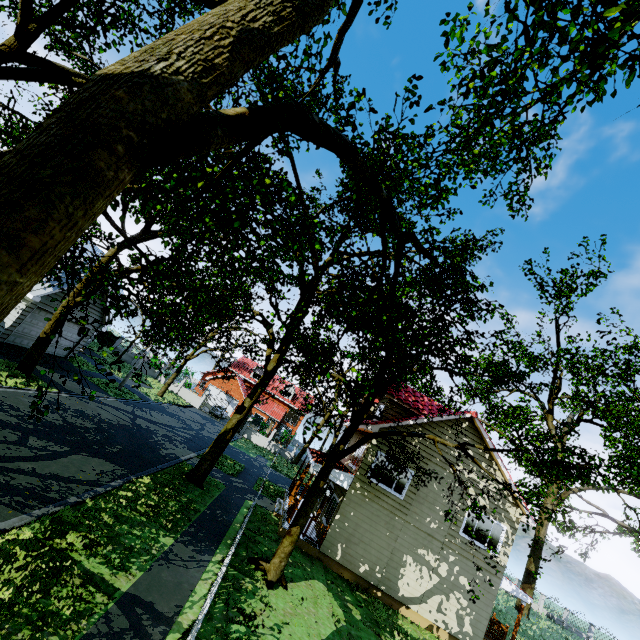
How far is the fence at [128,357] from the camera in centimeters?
3997cm

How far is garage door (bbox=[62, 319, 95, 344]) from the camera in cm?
2097

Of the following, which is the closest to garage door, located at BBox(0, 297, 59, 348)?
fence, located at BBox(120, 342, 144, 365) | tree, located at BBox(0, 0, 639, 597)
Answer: tree, located at BBox(0, 0, 639, 597)

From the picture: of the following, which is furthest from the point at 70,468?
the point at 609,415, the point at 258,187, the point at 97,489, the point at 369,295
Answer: the point at 609,415

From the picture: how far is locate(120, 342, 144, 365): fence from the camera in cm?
3997

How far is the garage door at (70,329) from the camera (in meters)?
20.97

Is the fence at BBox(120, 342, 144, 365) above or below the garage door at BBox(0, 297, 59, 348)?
below

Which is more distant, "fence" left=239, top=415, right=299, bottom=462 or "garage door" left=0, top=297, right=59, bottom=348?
"fence" left=239, top=415, right=299, bottom=462
